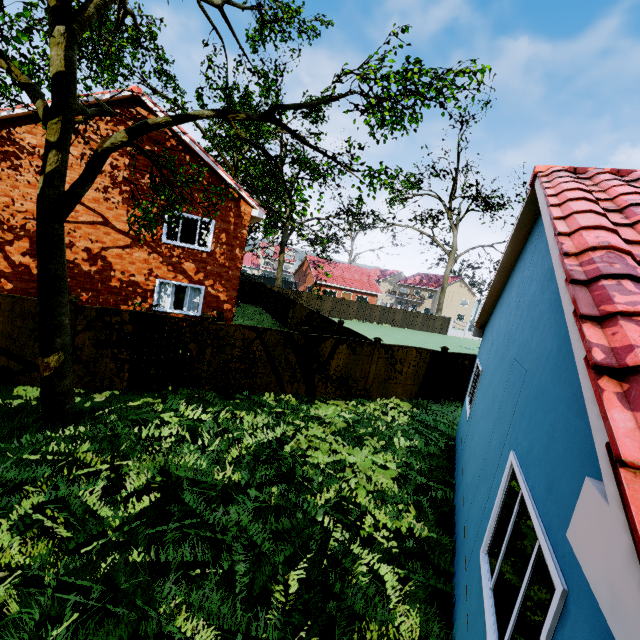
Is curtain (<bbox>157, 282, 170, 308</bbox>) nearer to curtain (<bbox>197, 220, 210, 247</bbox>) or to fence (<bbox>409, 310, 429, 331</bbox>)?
curtain (<bbox>197, 220, 210, 247</bbox>)

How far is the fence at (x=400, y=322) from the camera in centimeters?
4037cm

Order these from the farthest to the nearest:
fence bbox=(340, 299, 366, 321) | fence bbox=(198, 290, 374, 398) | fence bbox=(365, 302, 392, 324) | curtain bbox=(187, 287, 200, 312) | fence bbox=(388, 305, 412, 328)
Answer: fence bbox=(388, 305, 412, 328) → fence bbox=(365, 302, 392, 324) → fence bbox=(340, 299, 366, 321) → curtain bbox=(187, 287, 200, 312) → fence bbox=(198, 290, 374, 398)

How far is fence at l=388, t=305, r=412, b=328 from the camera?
40.4m

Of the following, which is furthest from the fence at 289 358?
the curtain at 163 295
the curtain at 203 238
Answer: the curtain at 203 238

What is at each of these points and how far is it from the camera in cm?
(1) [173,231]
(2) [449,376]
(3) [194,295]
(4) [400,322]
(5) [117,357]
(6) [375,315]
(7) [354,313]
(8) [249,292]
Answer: (1) curtain, 1402
(2) fence, 1406
(3) curtain, 1487
(4) fence, 4103
(5) fence, 924
(6) fence, 3947
(7) fence, 3834
(8) fence, 3341

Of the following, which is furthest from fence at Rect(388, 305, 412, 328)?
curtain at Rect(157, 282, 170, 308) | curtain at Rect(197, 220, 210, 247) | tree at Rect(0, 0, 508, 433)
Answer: curtain at Rect(197, 220, 210, 247)
